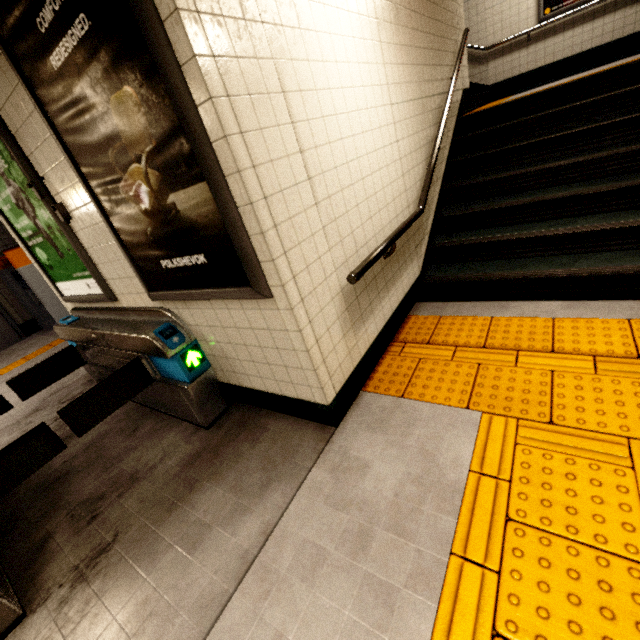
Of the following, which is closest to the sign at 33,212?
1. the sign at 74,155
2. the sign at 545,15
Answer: the sign at 74,155

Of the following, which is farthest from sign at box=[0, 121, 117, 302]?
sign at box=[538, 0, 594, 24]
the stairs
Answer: sign at box=[538, 0, 594, 24]

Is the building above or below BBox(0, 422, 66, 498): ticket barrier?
above

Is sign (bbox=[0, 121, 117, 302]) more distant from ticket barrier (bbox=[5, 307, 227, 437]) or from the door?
the door

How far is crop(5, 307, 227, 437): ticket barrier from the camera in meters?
2.4

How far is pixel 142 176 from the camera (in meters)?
1.78

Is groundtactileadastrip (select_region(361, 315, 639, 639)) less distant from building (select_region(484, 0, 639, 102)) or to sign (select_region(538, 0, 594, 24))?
building (select_region(484, 0, 639, 102))

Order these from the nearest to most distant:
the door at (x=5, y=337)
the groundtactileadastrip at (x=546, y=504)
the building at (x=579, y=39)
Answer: the groundtactileadastrip at (x=546, y=504) → the building at (x=579, y=39) → the door at (x=5, y=337)
